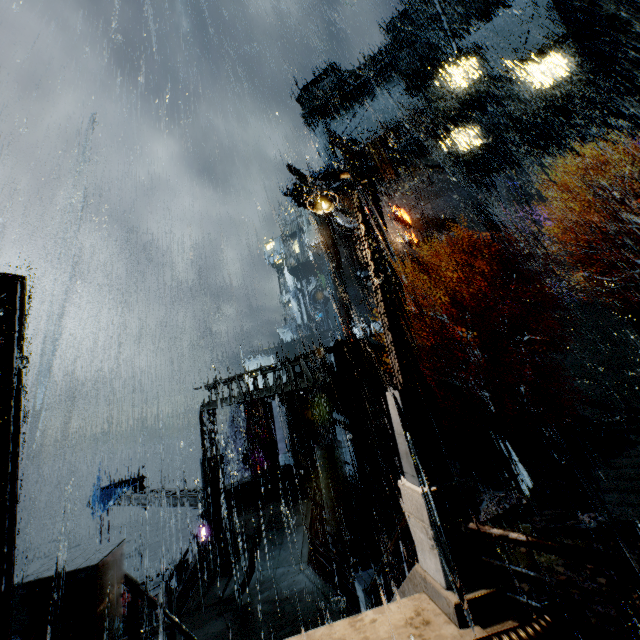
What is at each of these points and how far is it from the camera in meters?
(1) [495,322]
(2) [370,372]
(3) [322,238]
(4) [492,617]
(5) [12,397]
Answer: (1) building, 31.0
(2) building, 25.4
(3) building, 48.8
(4) building, 4.1
(5) building, 3.3

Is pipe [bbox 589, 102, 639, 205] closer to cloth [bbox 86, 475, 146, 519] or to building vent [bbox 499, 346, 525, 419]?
building vent [bbox 499, 346, 525, 419]

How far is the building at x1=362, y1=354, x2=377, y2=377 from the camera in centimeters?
2484cm

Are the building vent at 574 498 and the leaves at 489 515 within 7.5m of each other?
yes

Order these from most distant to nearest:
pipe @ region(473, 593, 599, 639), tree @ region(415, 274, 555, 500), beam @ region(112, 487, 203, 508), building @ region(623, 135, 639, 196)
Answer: building @ region(623, 135, 639, 196)
beam @ region(112, 487, 203, 508)
tree @ region(415, 274, 555, 500)
pipe @ region(473, 593, 599, 639)

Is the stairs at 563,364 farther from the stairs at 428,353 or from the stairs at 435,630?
the stairs at 435,630

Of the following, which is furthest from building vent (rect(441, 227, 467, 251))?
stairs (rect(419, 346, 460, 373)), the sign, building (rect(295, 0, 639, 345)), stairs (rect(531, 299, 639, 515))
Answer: A: stairs (rect(531, 299, 639, 515))

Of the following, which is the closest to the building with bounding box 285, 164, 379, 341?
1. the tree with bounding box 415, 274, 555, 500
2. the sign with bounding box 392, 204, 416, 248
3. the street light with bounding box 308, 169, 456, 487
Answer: the sign with bounding box 392, 204, 416, 248
